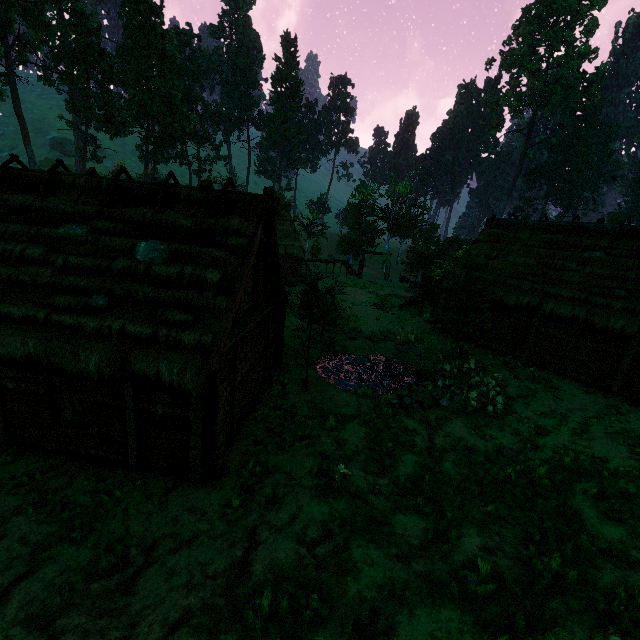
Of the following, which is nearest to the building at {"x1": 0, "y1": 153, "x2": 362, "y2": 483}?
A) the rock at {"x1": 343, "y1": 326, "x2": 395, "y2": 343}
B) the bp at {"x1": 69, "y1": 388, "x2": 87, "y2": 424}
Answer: the bp at {"x1": 69, "y1": 388, "x2": 87, "y2": 424}

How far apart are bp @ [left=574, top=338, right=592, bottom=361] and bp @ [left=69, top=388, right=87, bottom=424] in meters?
20.4 m

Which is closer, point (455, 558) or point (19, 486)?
point (455, 558)

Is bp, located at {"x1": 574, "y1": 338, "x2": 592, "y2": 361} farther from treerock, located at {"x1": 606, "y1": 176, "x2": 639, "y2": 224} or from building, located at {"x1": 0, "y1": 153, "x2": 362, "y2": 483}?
treerock, located at {"x1": 606, "y1": 176, "x2": 639, "y2": 224}

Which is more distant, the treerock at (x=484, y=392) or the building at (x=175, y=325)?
the treerock at (x=484, y=392)

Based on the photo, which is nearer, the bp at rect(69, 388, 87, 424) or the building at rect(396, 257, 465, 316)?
the bp at rect(69, 388, 87, 424)

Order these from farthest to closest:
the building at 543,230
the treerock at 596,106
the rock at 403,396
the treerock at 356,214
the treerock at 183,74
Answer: the treerock at 596,106 < the treerock at 356,214 < the treerock at 183,74 < the building at 543,230 < the rock at 403,396

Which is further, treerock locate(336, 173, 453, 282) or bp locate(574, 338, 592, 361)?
treerock locate(336, 173, 453, 282)
